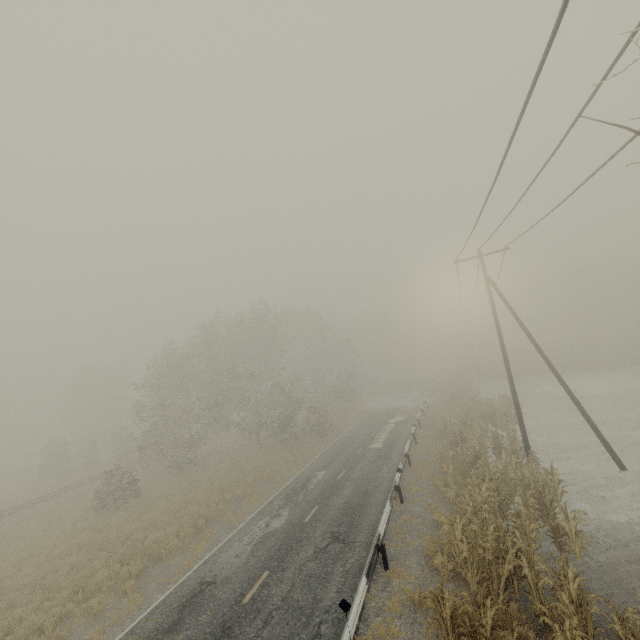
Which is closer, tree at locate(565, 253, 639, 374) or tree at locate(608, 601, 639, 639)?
tree at locate(608, 601, 639, 639)

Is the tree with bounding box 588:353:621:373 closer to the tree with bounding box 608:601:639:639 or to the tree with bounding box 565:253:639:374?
the tree with bounding box 565:253:639:374

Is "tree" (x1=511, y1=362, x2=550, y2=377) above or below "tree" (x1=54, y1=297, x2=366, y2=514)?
below

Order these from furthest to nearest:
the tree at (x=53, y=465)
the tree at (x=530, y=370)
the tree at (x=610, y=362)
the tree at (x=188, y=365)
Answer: the tree at (x=530, y=370) → the tree at (x=610, y=362) → the tree at (x=53, y=465) → the tree at (x=188, y=365)

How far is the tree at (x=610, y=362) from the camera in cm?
4191

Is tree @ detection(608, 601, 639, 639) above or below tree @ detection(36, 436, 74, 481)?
below

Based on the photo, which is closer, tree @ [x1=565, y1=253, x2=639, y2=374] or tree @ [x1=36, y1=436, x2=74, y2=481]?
tree @ [x1=36, y1=436, x2=74, y2=481]

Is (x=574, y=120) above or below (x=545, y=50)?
above
